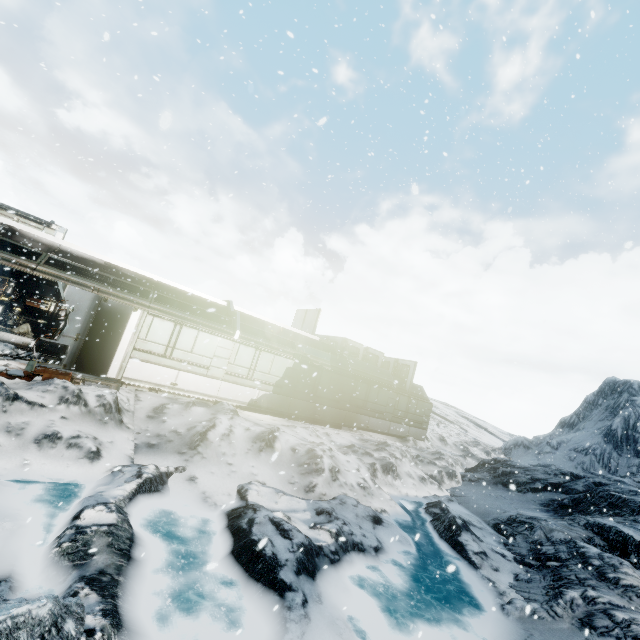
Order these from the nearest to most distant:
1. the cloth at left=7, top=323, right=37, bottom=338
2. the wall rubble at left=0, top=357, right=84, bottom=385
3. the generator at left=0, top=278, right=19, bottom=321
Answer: the wall rubble at left=0, top=357, right=84, bottom=385
the generator at left=0, top=278, right=19, bottom=321
the cloth at left=7, top=323, right=37, bottom=338

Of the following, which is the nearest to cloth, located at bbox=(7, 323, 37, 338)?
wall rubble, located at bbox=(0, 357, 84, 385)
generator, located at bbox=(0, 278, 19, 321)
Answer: generator, located at bbox=(0, 278, 19, 321)

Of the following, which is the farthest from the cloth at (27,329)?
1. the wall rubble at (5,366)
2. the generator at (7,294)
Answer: the wall rubble at (5,366)

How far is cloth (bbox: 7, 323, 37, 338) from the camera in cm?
1551

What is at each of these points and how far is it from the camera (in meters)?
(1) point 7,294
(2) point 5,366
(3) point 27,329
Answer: (1) generator, 15.04
(2) wall rubble, 9.28
(3) cloth, 16.02

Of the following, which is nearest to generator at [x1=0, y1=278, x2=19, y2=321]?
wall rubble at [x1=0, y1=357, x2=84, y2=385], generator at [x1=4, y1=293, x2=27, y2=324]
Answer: generator at [x1=4, y1=293, x2=27, y2=324]

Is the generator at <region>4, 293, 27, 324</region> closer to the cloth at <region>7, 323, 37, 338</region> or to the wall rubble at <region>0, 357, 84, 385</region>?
the cloth at <region>7, 323, 37, 338</region>

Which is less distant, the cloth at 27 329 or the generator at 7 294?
the generator at 7 294
